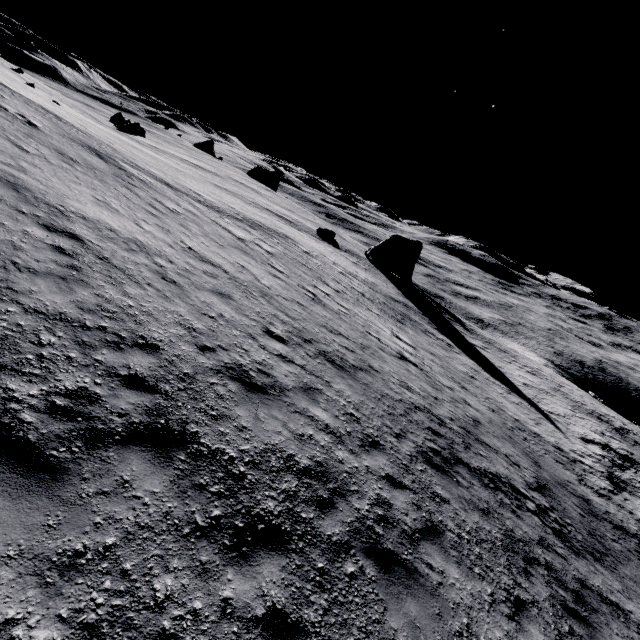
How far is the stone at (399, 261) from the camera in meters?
46.5 m

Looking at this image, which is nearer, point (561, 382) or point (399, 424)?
point (399, 424)

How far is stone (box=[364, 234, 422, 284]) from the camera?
46.5m
